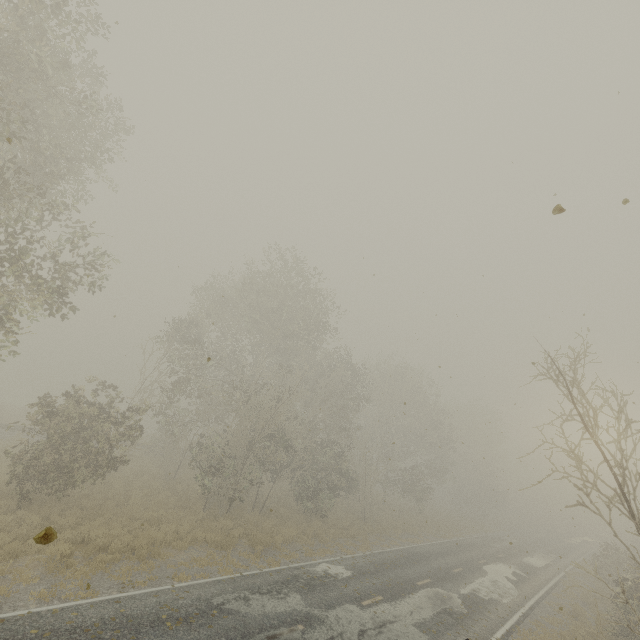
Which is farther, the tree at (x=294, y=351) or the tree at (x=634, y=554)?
A: the tree at (x=294, y=351)

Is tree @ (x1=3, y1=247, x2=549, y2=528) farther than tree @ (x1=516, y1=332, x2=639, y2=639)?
Yes

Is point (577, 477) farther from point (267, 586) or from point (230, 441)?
point (230, 441)
